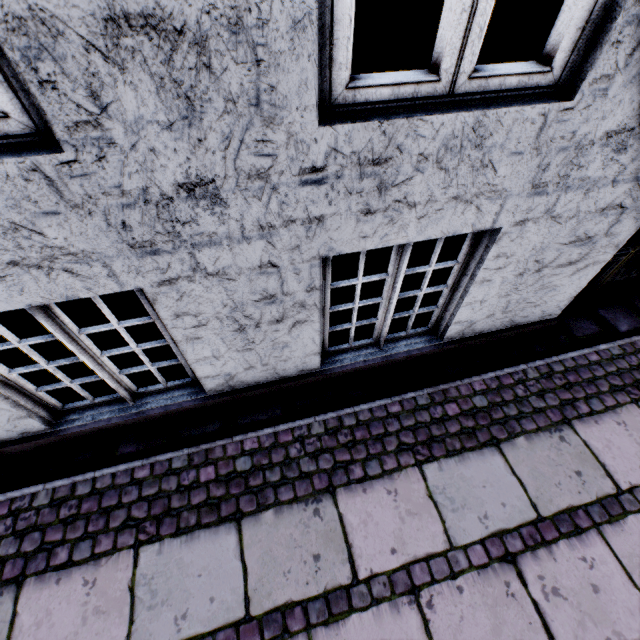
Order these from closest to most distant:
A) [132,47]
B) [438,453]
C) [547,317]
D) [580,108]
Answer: [132,47] → [580,108] → [438,453] → [547,317]
